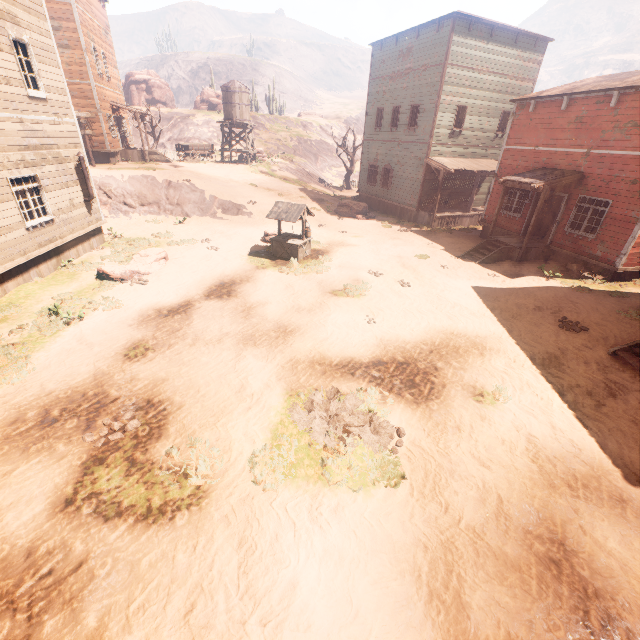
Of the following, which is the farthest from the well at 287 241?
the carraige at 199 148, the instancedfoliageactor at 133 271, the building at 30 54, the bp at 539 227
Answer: the carraige at 199 148

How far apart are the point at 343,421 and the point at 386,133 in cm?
2417

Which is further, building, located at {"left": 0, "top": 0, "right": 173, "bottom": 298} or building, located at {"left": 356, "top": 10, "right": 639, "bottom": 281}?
building, located at {"left": 356, "top": 10, "right": 639, "bottom": 281}

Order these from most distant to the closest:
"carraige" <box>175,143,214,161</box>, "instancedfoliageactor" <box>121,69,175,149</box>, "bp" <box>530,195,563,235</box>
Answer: "instancedfoliageactor" <box>121,69,175,149</box>
"carraige" <box>175,143,214,161</box>
"bp" <box>530,195,563,235</box>

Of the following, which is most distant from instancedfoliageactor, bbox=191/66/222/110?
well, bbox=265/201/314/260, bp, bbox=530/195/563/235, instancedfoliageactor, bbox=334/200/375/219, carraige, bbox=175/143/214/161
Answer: bp, bbox=530/195/563/235

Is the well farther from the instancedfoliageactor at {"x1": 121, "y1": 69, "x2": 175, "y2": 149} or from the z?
the instancedfoliageactor at {"x1": 121, "y1": 69, "x2": 175, "y2": 149}

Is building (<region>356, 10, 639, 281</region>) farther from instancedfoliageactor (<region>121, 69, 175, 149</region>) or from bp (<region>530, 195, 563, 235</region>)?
instancedfoliageactor (<region>121, 69, 175, 149</region>)

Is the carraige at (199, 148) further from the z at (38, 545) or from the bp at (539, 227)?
the bp at (539, 227)
